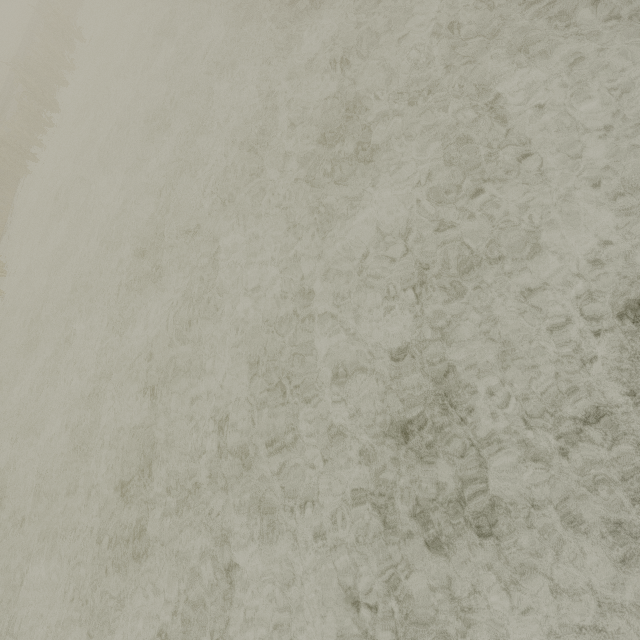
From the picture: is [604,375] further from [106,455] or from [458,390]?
[106,455]
